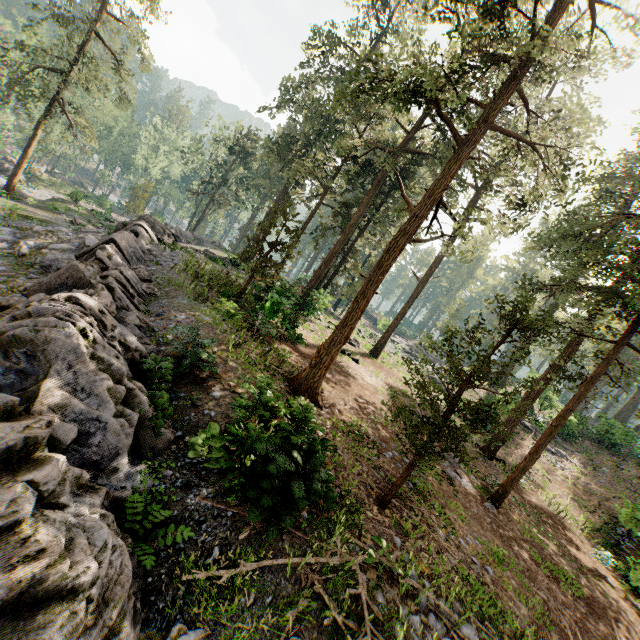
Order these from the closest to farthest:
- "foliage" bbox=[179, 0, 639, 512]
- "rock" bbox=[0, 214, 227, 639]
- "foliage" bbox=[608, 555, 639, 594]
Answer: "rock" bbox=[0, 214, 227, 639] → "foliage" bbox=[179, 0, 639, 512] → "foliage" bbox=[608, 555, 639, 594]

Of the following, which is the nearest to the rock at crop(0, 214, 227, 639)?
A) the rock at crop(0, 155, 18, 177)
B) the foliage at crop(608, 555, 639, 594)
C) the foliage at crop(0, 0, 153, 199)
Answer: the foliage at crop(0, 0, 153, 199)

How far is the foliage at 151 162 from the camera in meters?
41.1 m

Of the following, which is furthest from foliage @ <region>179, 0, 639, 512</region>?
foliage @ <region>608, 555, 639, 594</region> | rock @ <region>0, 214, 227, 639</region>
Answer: foliage @ <region>608, 555, 639, 594</region>

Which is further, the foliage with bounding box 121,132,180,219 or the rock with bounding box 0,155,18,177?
the rock with bounding box 0,155,18,177

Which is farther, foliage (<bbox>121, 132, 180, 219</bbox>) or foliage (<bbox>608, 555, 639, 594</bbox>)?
foliage (<bbox>121, 132, 180, 219</bbox>)

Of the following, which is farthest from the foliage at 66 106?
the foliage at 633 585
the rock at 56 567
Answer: the foliage at 633 585

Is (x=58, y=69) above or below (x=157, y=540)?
above
